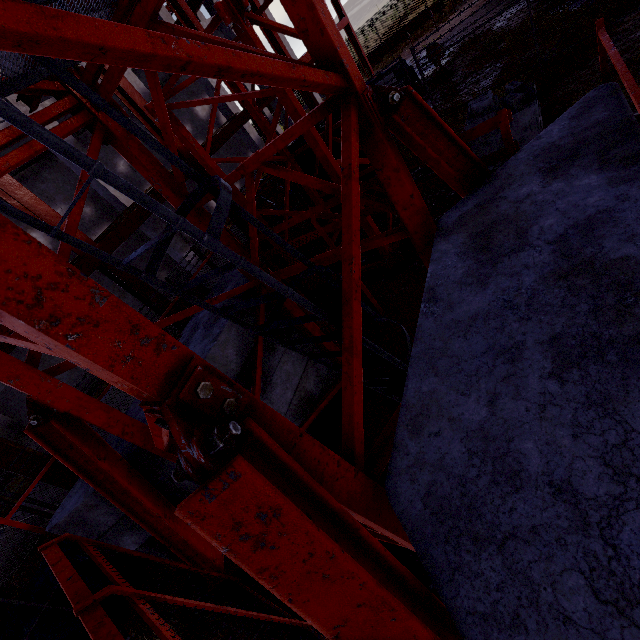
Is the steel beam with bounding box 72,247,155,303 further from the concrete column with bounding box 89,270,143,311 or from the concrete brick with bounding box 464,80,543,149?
the concrete brick with bounding box 464,80,543,149

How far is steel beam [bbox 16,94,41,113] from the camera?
9.3m

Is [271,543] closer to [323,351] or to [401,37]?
[323,351]

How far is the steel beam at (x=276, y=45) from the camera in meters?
12.9

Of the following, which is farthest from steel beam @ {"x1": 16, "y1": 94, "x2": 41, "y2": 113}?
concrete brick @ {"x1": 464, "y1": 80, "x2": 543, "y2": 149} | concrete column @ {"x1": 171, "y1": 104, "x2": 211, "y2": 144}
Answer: concrete brick @ {"x1": 464, "y1": 80, "x2": 543, "y2": 149}

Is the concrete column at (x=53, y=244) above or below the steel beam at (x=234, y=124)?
above

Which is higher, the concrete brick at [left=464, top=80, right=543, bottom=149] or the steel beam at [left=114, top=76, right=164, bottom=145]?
the steel beam at [left=114, top=76, right=164, bottom=145]

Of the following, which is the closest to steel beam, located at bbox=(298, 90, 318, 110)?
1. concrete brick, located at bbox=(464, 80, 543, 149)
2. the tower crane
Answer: the tower crane
